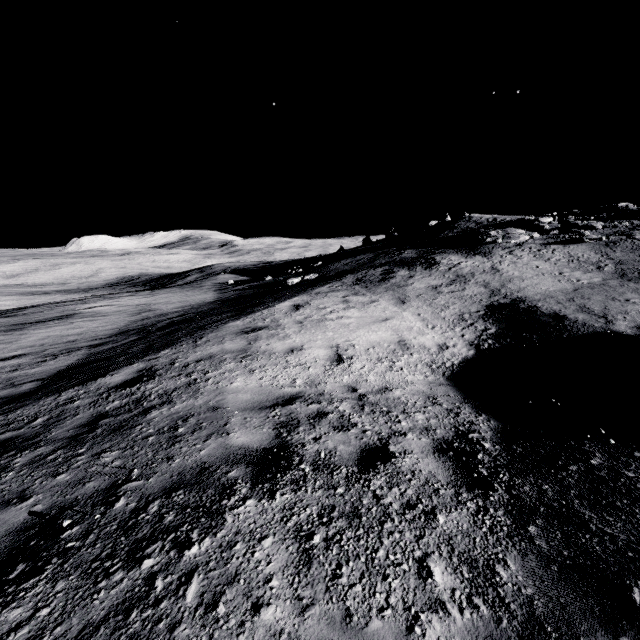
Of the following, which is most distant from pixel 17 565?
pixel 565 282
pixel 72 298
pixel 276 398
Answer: pixel 72 298
